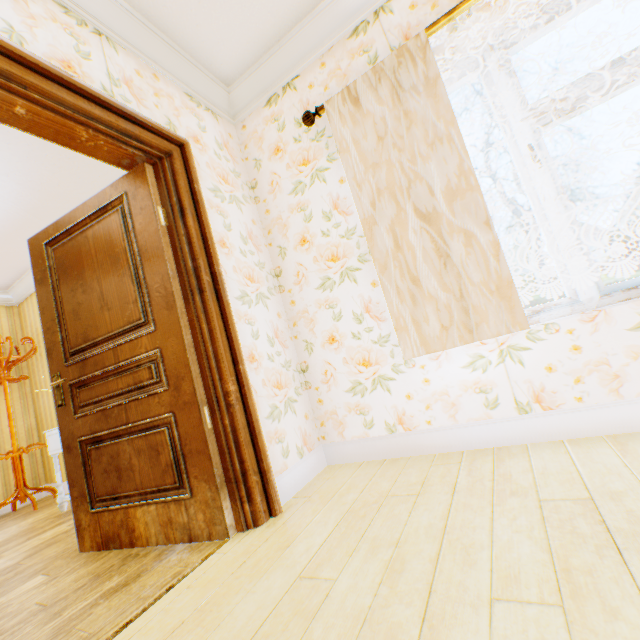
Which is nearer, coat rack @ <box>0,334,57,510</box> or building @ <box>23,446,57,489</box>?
coat rack @ <box>0,334,57,510</box>

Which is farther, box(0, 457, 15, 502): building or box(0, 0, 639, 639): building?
box(0, 457, 15, 502): building

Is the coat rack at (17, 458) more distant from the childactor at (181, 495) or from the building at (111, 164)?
the childactor at (181, 495)

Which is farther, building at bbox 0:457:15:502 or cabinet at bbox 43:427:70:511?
building at bbox 0:457:15:502

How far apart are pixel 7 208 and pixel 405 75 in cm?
406

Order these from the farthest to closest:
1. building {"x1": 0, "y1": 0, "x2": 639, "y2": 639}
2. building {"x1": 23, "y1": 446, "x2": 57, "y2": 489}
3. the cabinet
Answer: building {"x1": 23, "y1": 446, "x2": 57, "y2": 489}
the cabinet
building {"x1": 0, "y1": 0, "x2": 639, "y2": 639}
